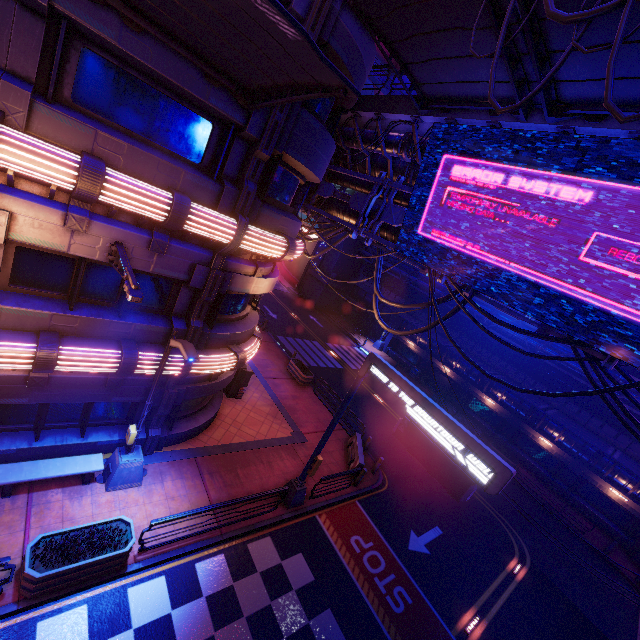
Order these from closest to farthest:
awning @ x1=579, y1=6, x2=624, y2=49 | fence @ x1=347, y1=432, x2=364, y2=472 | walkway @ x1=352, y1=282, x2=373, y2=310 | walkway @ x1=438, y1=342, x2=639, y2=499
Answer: awning @ x1=579, y1=6, x2=624, y2=49 < fence @ x1=347, y1=432, x2=364, y2=472 < walkway @ x1=438, y1=342, x2=639, y2=499 < walkway @ x1=352, y1=282, x2=373, y2=310

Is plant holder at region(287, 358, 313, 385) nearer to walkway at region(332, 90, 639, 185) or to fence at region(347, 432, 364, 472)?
fence at region(347, 432, 364, 472)

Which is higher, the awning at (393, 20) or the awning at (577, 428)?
the awning at (393, 20)

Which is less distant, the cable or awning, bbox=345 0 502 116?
the cable

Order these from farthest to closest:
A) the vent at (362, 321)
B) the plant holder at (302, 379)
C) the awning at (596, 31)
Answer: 1. the vent at (362, 321)
2. the plant holder at (302, 379)
3. the awning at (596, 31)

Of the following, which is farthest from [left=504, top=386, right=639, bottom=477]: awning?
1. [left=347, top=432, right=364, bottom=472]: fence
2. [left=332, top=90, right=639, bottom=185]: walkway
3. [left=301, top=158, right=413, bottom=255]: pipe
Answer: [left=332, top=90, right=639, bottom=185]: walkway

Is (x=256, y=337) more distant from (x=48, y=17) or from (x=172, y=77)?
(x=48, y=17)

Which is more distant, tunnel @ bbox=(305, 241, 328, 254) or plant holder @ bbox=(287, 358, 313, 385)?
tunnel @ bbox=(305, 241, 328, 254)
